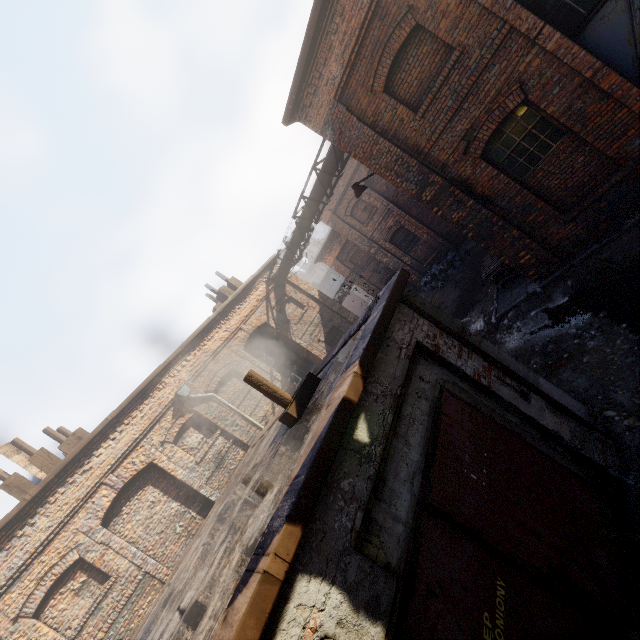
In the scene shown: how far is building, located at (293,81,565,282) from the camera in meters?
7.8

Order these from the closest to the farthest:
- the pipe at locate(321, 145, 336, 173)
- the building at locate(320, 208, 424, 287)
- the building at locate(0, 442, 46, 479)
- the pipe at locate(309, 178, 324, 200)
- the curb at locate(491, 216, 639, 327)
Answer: the curb at locate(491, 216, 639, 327) → the building at locate(0, 442, 46, 479) → the pipe at locate(321, 145, 336, 173) → the pipe at locate(309, 178, 324, 200) → the building at locate(320, 208, 424, 287)

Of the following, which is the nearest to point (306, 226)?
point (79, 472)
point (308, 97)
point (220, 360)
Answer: point (308, 97)

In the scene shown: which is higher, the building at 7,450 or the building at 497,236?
the building at 7,450

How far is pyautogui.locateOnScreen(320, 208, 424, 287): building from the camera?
18.7 meters

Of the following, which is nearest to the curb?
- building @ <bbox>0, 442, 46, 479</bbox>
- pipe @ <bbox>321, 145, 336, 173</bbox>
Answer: pipe @ <bbox>321, 145, 336, 173</bbox>

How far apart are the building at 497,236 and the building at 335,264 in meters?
12.3 m

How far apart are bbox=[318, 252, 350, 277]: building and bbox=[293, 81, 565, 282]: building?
12.27m
